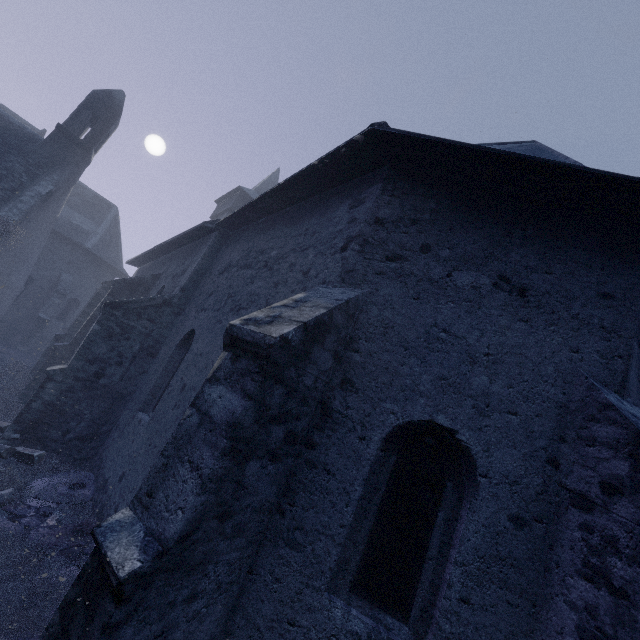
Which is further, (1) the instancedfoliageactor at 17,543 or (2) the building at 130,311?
(1) the instancedfoliageactor at 17,543

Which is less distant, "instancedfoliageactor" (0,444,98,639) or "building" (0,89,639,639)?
"building" (0,89,639,639)

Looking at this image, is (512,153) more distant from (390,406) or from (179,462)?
(179,462)

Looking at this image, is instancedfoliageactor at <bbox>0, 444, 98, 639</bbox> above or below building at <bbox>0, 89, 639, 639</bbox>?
below

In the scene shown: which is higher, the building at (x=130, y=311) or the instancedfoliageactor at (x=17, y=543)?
the building at (x=130, y=311)
